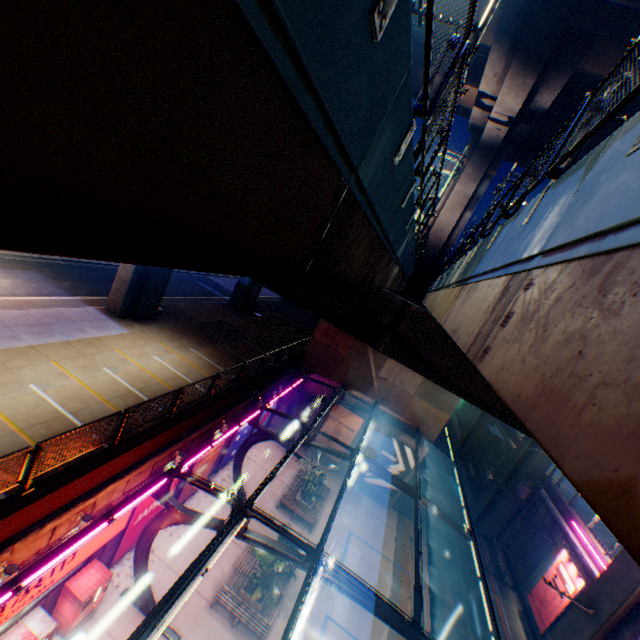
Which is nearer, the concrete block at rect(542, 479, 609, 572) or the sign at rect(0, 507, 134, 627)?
the sign at rect(0, 507, 134, 627)

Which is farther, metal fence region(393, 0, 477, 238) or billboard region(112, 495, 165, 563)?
billboard region(112, 495, 165, 563)

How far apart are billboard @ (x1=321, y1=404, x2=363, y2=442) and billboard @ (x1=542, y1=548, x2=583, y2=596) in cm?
1485

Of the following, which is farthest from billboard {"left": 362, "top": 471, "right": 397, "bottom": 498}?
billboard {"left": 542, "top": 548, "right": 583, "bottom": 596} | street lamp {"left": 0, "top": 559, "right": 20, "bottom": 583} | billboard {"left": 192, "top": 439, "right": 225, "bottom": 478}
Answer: street lamp {"left": 0, "top": 559, "right": 20, "bottom": 583}

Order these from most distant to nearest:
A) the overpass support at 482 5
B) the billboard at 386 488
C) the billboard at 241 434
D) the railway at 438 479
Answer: the railway at 438 479 → the billboard at 386 488 → the billboard at 241 434 → the overpass support at 482 5

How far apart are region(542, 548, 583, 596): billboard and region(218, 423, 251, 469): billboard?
21.5m

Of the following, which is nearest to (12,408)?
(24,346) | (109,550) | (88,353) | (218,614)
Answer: (24,346)

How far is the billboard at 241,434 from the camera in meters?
20.3 m
